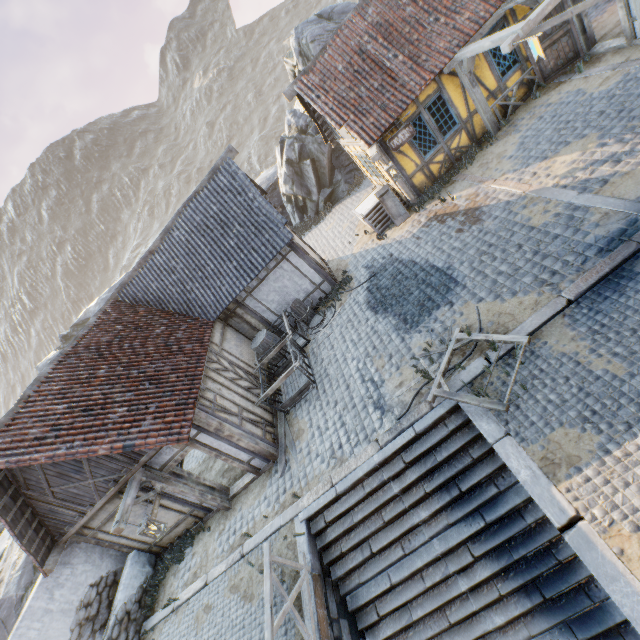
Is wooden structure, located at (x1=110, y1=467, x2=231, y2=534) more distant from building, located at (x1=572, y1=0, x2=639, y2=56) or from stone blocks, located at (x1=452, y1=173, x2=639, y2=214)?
building, located at (x1=572, y1=0, x2=639, y2=56)

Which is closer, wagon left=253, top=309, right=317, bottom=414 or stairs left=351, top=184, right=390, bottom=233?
wagon left=253, top=309, right=317, bottom=414

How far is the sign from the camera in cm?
1027

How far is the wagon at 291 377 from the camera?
9.73m

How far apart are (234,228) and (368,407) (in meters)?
7.61

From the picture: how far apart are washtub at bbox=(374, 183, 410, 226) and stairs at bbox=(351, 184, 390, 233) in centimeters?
2cm

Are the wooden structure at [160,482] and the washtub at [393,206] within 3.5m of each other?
no

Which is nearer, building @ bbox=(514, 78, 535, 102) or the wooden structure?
the wooden structure
